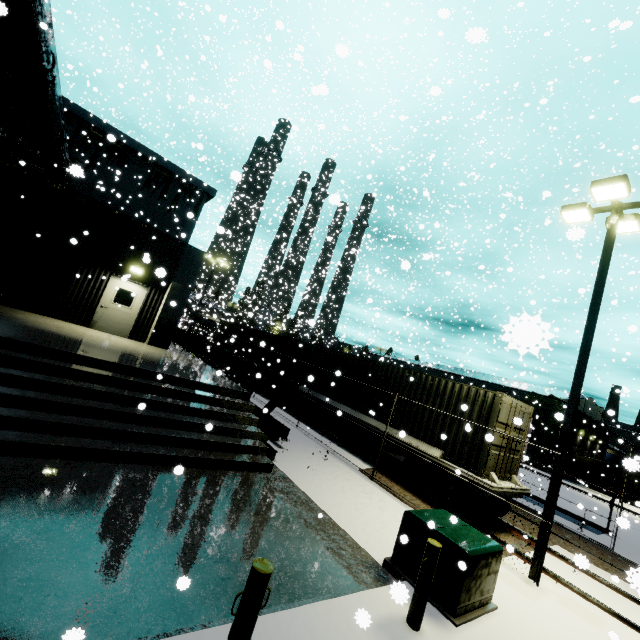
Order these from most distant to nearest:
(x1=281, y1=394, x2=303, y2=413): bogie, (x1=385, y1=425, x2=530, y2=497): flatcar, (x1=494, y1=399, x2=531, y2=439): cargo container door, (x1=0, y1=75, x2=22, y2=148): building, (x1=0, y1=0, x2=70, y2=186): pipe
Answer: (x1=281, y1=394, x2=303, y2=413): bogie → (x1=0, y1=75, x2=22, y2=148): building → (x1=494, y1=399, x2=531, y2=439): cargo container door → (x1=385, y1=425, x2=530, y2=497): flatcar → (x1=0, y1=0, x2=70, y2=186): pipe

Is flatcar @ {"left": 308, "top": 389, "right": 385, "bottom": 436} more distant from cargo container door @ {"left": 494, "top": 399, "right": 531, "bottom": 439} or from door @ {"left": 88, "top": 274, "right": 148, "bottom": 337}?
door @ {"left": 88, "top": 274, "right": 148, "bottom": 337}

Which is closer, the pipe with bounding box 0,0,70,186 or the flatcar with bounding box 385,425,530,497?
the pipe with bounding box 0,0,70,186

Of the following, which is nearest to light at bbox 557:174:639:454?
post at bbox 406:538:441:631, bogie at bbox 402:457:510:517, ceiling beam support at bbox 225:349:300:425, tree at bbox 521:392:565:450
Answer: bogie at bbox 402:457:510:517

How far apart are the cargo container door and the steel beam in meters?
6.3 m

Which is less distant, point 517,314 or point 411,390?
point 411,390

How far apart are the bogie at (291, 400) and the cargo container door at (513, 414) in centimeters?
942cm

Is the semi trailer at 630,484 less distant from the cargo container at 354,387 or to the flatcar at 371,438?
the cargo container at 354,387
